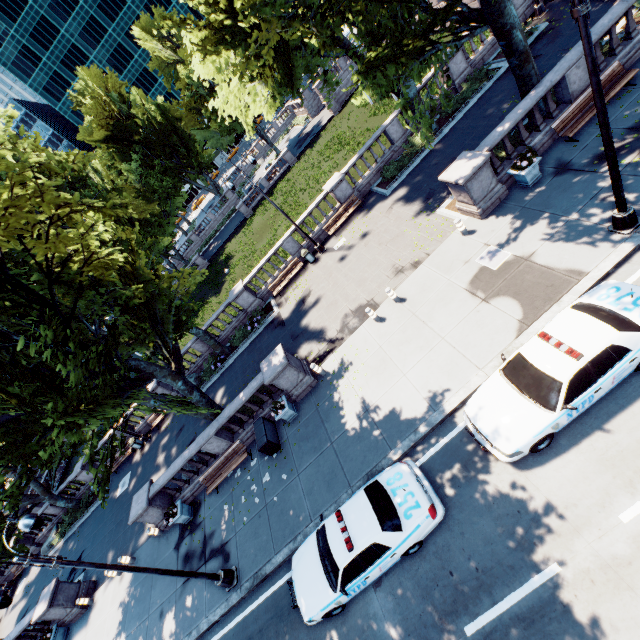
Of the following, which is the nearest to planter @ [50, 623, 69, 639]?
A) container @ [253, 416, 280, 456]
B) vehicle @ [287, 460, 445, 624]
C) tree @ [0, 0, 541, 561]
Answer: tree @ [0, 0, 541, 561]

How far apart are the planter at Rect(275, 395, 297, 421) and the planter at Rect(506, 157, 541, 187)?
13.0m

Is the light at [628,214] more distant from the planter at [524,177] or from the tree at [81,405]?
the planter at [524,177]

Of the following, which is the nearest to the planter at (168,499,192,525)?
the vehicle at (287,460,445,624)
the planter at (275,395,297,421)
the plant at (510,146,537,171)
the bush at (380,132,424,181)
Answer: the planter at (275,395,297,421)

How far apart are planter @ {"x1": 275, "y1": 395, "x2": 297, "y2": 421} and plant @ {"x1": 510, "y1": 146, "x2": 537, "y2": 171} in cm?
1303

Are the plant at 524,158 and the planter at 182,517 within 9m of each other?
no

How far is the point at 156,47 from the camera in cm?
4284

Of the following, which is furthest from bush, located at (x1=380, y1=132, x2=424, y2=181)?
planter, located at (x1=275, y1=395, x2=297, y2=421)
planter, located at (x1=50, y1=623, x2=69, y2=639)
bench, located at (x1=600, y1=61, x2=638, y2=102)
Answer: planter, located at (x1=50, y1=623, x2=69, y2=639)
